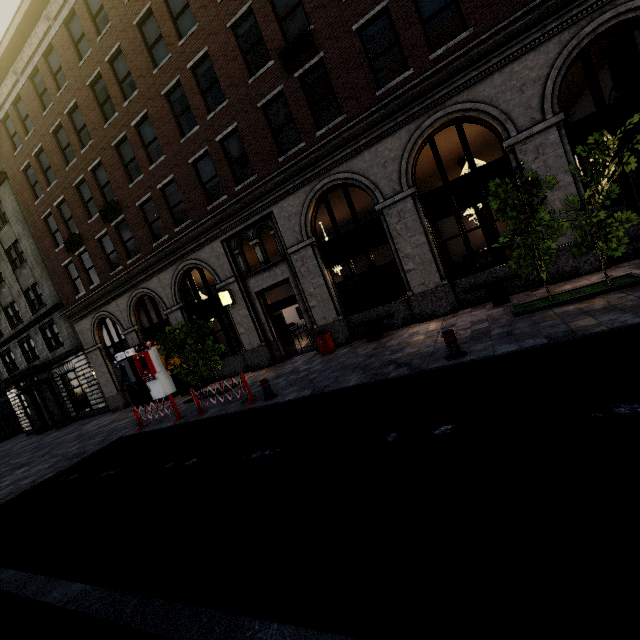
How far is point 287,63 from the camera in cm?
1076

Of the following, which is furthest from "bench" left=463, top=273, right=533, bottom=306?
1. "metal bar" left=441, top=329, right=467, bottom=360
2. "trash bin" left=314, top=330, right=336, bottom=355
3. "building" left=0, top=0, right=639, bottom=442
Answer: "trash bin" left=314, top=330, right=336, bottom=355

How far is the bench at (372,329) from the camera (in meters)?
11.17

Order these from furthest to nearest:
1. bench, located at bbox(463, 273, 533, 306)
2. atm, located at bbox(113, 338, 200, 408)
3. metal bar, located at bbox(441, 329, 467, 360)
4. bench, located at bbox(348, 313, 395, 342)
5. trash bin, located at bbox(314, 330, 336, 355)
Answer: atm, located at bbox(113, 338, 200, 408) < trash bin, located at bbox(314, 330, 336, 355) < bench, located at bbox(348, 313, 395, 342) < bench, located at bbox(463, 273, 533, 306) < metal bar, located at bbox(441, 329, 467, 360)

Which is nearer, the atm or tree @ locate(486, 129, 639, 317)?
tree @ locate(486, 129, 639, 317)

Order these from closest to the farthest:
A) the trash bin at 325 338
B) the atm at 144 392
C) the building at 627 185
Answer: the building at 627 185 < the trash bin at 325 338 < the atm at 144 392

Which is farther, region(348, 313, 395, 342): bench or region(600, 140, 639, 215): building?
region(348, 313, 395, 342): bench
